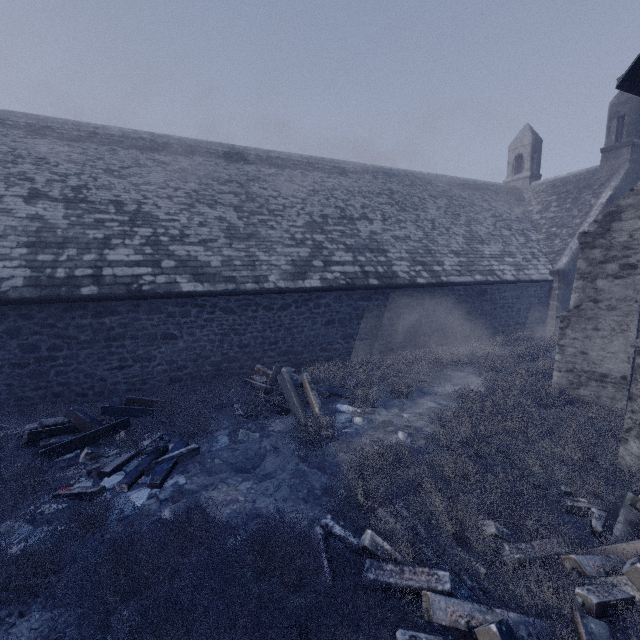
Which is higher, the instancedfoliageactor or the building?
the building

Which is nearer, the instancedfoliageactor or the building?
the instancedfoliageactor

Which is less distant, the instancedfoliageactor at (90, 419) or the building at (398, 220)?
the instancedfoliageactor at (90, 419)

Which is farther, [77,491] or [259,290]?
[259,290]

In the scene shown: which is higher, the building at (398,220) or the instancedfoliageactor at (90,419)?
the building at (398,220)
